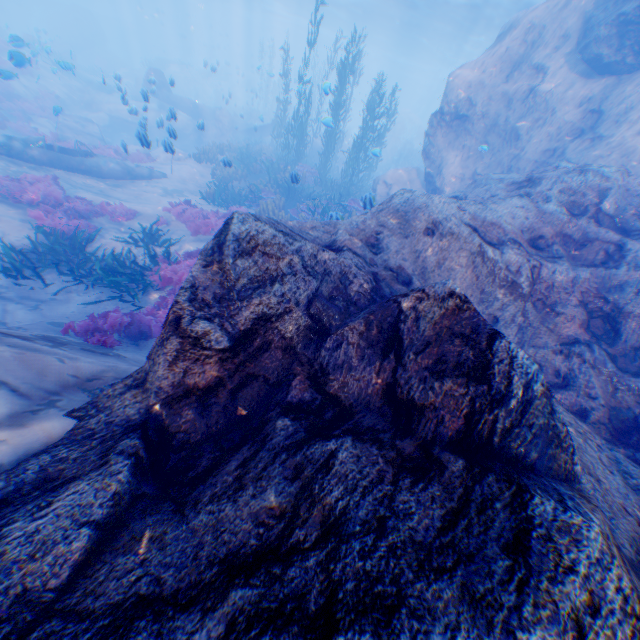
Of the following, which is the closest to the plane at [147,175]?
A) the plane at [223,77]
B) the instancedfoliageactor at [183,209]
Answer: the instancedfoliageactor at [183,209]

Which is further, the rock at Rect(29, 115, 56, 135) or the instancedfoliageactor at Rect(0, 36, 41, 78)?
the rock at Rect(29, 115, 56, 135)

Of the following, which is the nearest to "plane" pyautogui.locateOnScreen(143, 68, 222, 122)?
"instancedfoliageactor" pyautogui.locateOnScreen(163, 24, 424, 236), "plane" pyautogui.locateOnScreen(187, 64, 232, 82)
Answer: "instancedfoliageactor" pyautogui.locateOnScreen(163, 24, 424, 236)

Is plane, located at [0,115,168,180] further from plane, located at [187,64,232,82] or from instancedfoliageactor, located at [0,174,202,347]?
plane, located at [187,64,232,82]

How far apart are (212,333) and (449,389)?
2.3 meters

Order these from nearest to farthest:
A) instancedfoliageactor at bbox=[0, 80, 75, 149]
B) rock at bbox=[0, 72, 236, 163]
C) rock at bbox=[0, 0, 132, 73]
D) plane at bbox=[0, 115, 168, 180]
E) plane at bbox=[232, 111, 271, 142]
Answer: rock at bbox=[0, 72, 236, 163], plane at bbox=[0, 115, 168, 180], instancedfoliageactor at bbox=[0, 80, 75, 149], plane at bbox=[232, 111, 271, 142], rock at bbox=[0, 0, 132, 73]

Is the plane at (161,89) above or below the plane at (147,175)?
above
